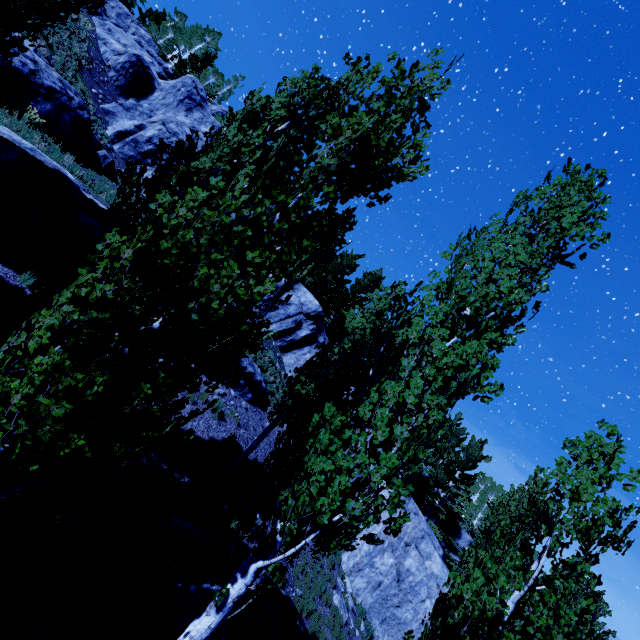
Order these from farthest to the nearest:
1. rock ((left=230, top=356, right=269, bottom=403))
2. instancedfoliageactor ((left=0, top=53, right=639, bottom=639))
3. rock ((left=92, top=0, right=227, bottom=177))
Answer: rock ((left=92, top=0, right=227, bottom=177)) < rock ((left=230, top=356, right=269, bottom=403)) < instancedfoliageactor ((left=0, top=53, right=639, bottom=639))

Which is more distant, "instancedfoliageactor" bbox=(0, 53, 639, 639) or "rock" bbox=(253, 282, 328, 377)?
"rock" bbox=(253, 282, 328, 377)

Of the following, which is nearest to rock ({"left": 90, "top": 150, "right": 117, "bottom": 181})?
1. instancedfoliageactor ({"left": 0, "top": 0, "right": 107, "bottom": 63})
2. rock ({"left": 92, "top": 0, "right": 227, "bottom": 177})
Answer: instancedfoliageactor ({"left": 0, "top": 0, "right": 107, "bottom": 63})

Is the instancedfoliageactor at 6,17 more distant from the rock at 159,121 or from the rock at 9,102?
the rock at 159,121

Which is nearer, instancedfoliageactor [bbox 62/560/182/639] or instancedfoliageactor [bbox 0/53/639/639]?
instancedfoliageactor [bbox 0/53/639/639]

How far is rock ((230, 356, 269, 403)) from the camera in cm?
1438

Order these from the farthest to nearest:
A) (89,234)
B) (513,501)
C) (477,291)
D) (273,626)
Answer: (513,501), (89,234), (273,626), (477,291)
